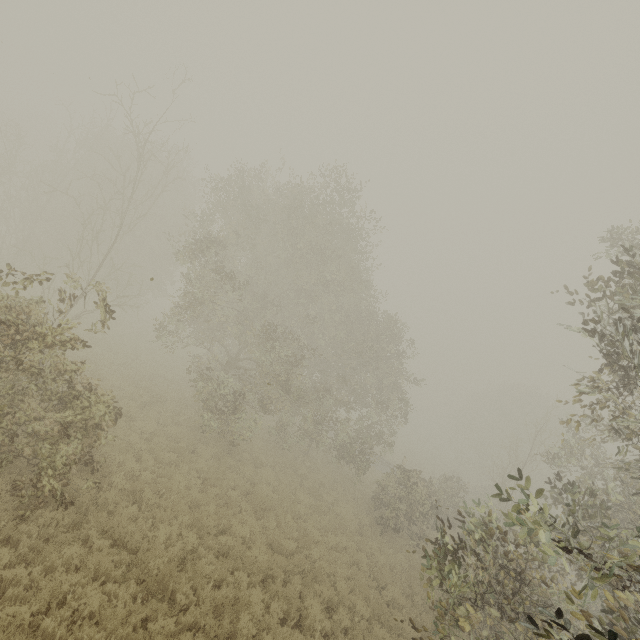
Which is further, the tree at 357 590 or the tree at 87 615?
the tree at 357 590

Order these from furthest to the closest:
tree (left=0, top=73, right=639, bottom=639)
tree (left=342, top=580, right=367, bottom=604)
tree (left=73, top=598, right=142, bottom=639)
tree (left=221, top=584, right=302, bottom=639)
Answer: tree (left=342, top=580, right=367, bottom=604), tree (left=221, top=584, right=302, bottom=639), tree (left=0, top=73, right=639, bottom=639), tree (left=73, top=598, right=142, bottom=639)

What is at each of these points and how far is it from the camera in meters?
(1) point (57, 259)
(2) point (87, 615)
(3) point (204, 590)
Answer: (1) tree, 26.8 m
(2) tree, 6.4 m
(3) tree, 8.2 m

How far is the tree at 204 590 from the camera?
8.1 meters

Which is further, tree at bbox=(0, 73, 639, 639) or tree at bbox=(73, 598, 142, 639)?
tree at bbox=(0, 73, 639, 639)

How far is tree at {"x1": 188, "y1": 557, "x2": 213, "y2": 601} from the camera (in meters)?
8.07
